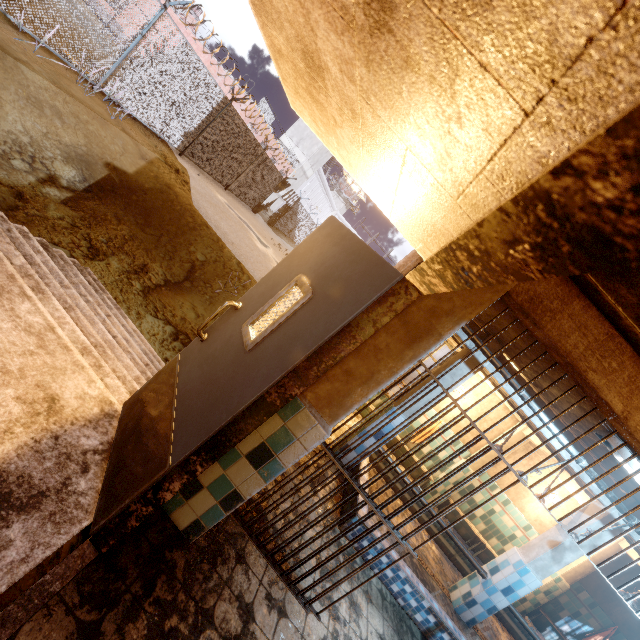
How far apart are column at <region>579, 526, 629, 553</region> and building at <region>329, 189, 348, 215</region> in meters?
58.7 m

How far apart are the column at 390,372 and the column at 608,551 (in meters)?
8.76

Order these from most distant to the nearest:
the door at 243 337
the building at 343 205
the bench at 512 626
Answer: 1. the building at 343 205
2. the bench at 512 626
3. the door at 243 337

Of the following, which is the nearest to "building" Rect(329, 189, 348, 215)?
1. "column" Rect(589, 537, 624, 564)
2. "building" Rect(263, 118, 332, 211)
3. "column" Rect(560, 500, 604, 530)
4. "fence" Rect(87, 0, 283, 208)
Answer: "fence" Rect(87, 0, 283, 208)

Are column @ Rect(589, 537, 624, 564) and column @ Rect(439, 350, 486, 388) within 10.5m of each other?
yes

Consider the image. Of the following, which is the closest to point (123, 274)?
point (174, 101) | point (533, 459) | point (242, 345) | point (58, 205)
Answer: point (58, 205)

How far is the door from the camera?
1.6m

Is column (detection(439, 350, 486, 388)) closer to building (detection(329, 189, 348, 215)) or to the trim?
the trim
